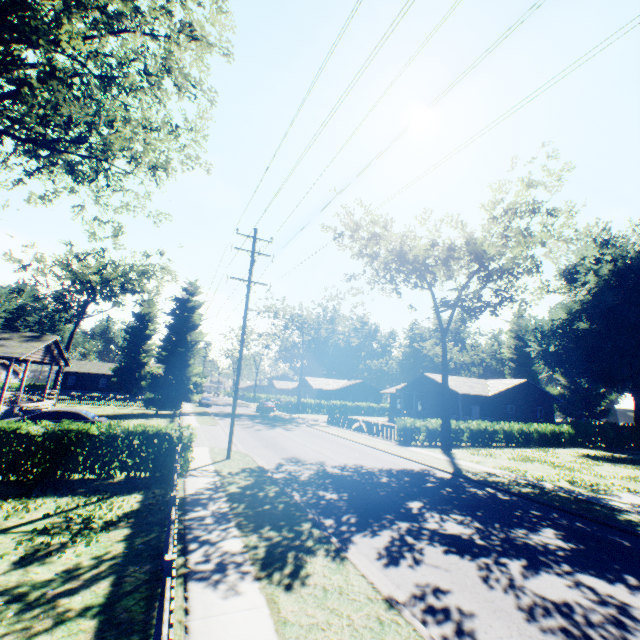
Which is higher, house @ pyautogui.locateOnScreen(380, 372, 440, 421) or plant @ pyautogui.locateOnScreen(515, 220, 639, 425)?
plant @ pyautogui.locateOnScreen(515, 220, 639, 425)

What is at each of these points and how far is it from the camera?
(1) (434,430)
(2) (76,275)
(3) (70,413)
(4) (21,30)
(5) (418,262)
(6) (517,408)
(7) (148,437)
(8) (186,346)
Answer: (1) hedge, 25.48m
(2) tree, 34.84m
(3) car, 17.44m
(4) plant, 11.51m
(5) tree, 29.75m
(6) house, 37.16m
(7) hedge, 11.34m
(8) plant, 37.94m

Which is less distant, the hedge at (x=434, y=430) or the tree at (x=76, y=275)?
the hedge at (x=434, y=430)

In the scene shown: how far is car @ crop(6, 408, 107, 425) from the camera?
16.67m

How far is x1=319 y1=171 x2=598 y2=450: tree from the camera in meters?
21.3 m

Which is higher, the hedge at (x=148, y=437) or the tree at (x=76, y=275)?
the tree at (x=76, y=275)

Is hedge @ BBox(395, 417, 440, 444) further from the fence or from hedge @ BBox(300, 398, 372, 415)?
hedge @ BBox(300, 398, 372, 415)

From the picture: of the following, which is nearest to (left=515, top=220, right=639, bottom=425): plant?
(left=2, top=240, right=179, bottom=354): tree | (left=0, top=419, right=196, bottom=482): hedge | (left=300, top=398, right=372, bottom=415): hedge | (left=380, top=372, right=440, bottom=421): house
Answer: (left=2, top=240, right=179, bottom=354): tree
